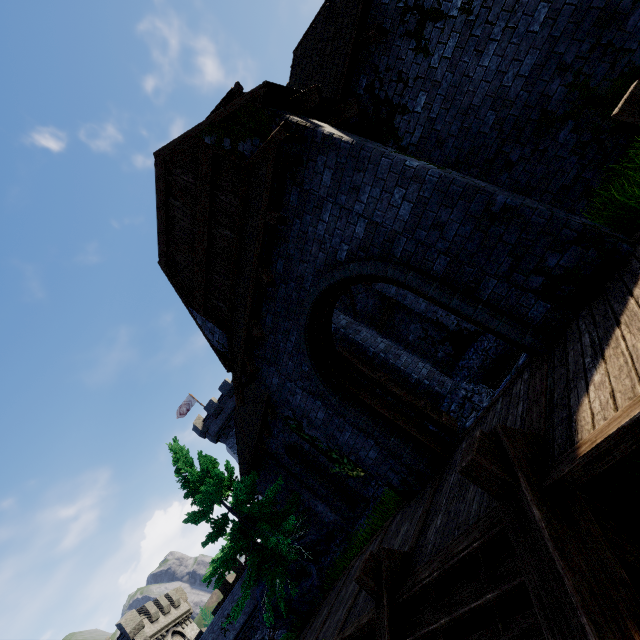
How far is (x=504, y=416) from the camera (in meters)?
4.56

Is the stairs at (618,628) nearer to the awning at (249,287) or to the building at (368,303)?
the building at (368,303)

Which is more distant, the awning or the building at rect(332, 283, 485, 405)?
the building at rect(332, 283, 485, 405)

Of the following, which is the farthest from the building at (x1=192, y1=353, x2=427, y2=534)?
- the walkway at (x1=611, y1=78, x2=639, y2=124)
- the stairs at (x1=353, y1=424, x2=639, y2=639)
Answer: the stairs at (x1=353, y1=424, x2=639, y2=639)

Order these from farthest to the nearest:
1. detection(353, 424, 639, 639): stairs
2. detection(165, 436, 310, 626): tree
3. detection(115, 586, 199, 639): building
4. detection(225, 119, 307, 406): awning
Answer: detection(115, 586, 199, 639): building → detection(165, 436, 310, 626): tree → detection(225, 119, 307, 406): awning → detection(353, 424, 639, 639): stairs

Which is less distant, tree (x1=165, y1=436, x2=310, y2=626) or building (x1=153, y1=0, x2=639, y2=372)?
building (x1=153, y1=0, x2=639, y2=372)

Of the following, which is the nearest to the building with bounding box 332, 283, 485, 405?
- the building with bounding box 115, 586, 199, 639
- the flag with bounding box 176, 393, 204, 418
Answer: the flag with bounding box 176, 393, 204, 418

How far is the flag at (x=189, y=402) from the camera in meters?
37.6 m
